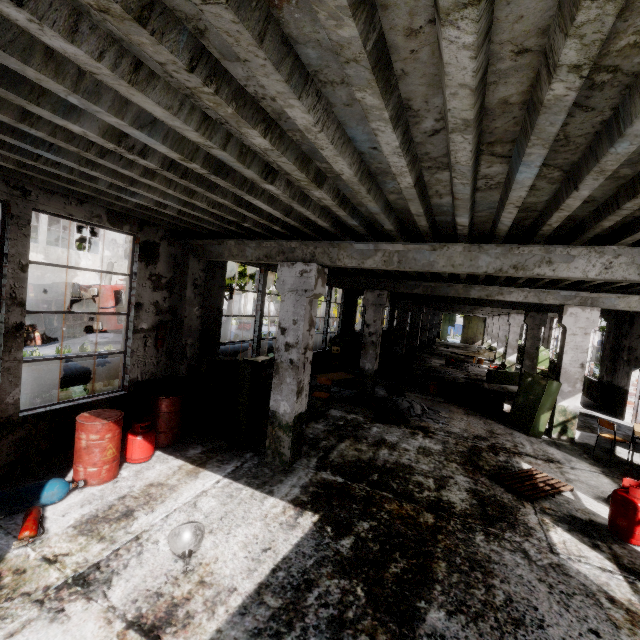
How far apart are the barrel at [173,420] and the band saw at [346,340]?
8.7m

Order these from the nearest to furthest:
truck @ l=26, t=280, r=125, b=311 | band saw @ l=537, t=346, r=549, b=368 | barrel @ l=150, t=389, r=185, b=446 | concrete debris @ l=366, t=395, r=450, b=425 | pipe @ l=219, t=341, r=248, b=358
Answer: barrel @ l=150, t=389, r=185, b=446 → concrete debris @ l=366, t=395, r=450, b=425 → pipe @ l=219, t=341, r=248, b=358 → truck @ l=26, t=280, r=125, b=311 → band saw @ l=537, t=346, r=549, b=368

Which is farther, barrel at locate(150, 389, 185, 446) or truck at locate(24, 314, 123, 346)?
truck at locate(24, 314, 123, 346)

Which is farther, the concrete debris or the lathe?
the concrete debris

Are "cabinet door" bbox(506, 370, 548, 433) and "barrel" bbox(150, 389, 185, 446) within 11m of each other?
yes

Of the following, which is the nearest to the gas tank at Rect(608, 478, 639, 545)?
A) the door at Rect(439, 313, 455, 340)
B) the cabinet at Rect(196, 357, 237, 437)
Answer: the cabinet at Rect(196, 357, 237, 437)

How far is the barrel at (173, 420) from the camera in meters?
6.4 m

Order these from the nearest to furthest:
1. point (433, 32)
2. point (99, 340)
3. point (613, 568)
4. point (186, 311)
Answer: point (433, 32) → point (613, 568) → point (186, 311) → point (99, 340)
